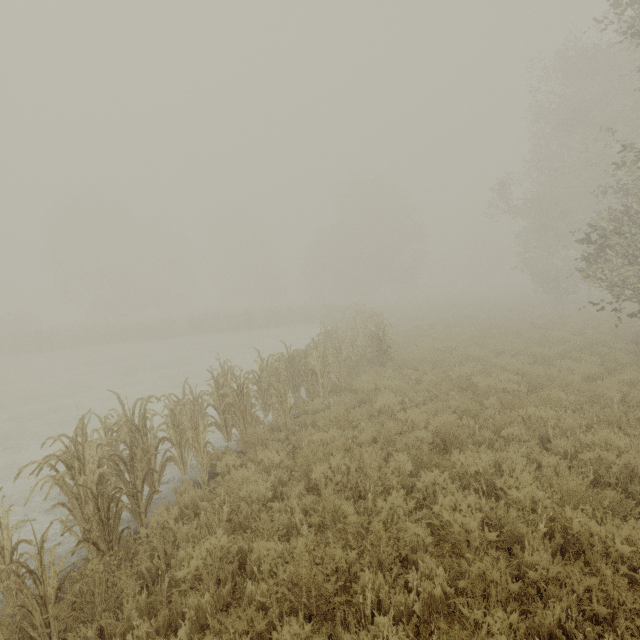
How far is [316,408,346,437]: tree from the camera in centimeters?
679cm

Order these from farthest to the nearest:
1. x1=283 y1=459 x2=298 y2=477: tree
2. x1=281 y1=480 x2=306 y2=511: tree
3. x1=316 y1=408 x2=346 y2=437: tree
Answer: x1=316 y1=408 x2=346 y2=437: tree
x1=283 y1=459 x2=298 y2=477: tree
x1=281 y1=480 x2=306 y2=511: tree

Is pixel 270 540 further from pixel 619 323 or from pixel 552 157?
pixel 552 157

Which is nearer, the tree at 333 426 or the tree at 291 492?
the tree at 291 492

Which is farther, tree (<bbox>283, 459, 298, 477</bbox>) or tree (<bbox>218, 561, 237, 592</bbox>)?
tree (<bbox>283, 459, 298, 477</bbox>)

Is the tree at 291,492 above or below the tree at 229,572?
above
